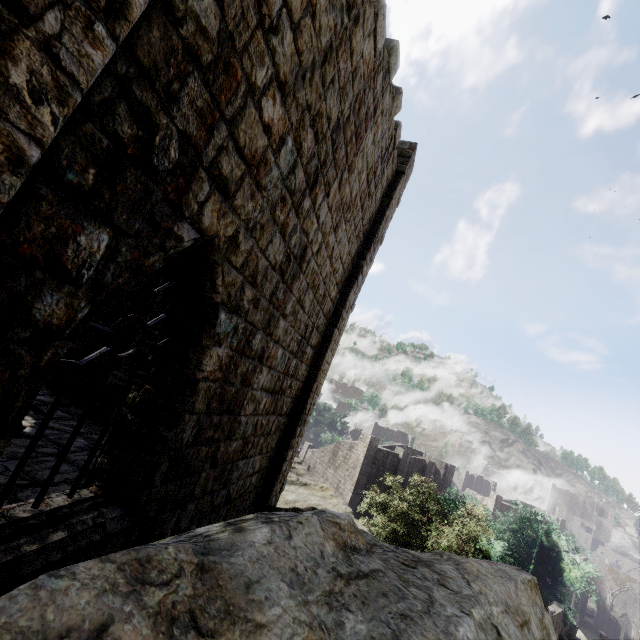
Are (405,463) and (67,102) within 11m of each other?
no

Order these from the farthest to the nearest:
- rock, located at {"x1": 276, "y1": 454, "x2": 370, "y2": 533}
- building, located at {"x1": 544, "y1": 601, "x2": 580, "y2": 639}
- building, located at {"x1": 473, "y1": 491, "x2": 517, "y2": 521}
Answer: building, located at {"x1": 473, "y1": 491, "x2": 517, "y2": 521} → building, located at {"x1": 544, "y1": 601, "x2": 580, "y2": 639} → rock, located at {"x1": 276, "y1": 454, "x2": 370, "y2": 533}

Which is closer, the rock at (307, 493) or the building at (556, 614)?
the rock at (307, 493)

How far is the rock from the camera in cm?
1081

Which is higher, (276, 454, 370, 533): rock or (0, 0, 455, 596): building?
(0, 0, 455, 596): building

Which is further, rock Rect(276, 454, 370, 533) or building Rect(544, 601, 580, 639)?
building Rect(544, 601, 580, 639)

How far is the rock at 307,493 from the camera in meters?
10.8 m

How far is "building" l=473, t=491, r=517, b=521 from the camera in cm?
5081
